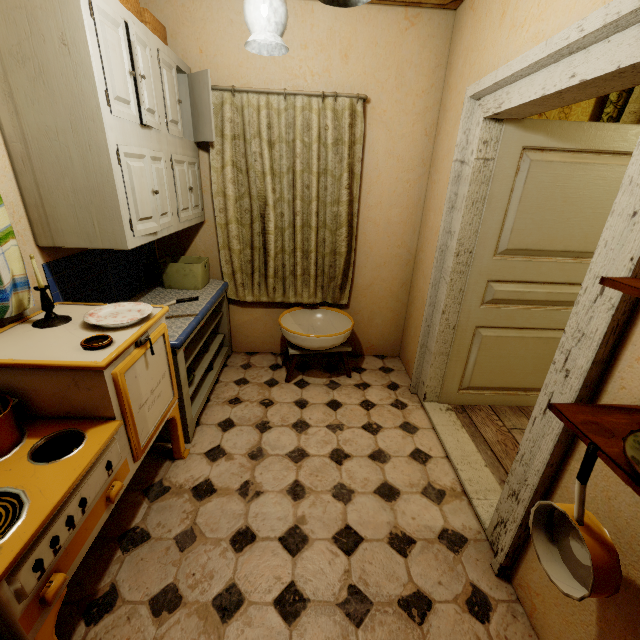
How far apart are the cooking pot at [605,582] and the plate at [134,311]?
1.76m

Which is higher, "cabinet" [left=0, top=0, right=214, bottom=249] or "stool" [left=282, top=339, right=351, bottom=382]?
"cabinet" [left=0, top=0, right=214, bottom=249]

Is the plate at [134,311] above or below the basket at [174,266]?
above

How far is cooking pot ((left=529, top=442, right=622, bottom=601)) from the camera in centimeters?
86cm

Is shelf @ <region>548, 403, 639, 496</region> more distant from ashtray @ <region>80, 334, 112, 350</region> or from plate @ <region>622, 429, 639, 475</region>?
ashtray @ <region>80, 334, 112, 350</region>

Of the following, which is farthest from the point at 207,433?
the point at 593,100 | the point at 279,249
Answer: the point at 593,100

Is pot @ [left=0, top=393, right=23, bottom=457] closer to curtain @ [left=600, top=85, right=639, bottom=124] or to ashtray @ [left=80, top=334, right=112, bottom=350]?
ashtray @ [left=80, top=334, right=112, bottom=350]

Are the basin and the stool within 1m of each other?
yes
